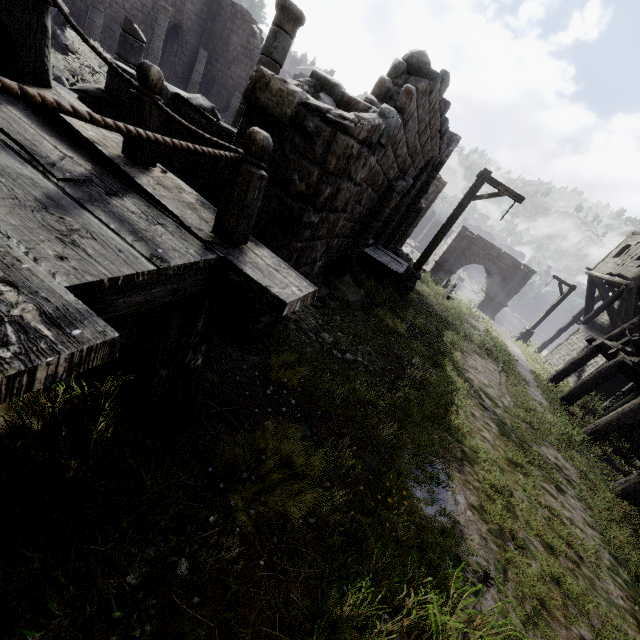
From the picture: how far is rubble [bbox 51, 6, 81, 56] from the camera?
9.4m

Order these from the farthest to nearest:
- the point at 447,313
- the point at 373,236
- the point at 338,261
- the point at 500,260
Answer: the point at 500,260 < the point at 373,236 < the point at 447,313 < the point at 338,261

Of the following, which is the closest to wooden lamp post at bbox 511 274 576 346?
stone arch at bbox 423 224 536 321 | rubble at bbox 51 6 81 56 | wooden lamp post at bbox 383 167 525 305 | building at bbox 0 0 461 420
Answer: building at bbox 0 0 461 420

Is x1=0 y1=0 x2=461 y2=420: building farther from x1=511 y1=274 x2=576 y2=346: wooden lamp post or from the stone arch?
x1=511 y1=274 x2=576 y2=346: wooden lamp post

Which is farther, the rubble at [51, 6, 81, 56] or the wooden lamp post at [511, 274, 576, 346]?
the wooden lamp post at [511, 274, 576, 346]

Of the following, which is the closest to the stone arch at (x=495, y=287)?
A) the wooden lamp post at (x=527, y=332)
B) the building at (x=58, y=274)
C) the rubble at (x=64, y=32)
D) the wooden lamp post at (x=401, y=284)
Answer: the building at (x=58, y=274)

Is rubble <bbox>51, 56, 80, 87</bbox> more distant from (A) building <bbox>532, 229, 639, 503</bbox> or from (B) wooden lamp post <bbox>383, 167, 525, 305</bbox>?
(B) wooden lamp post <bbox>383, 167, 525, 305</bbox>
